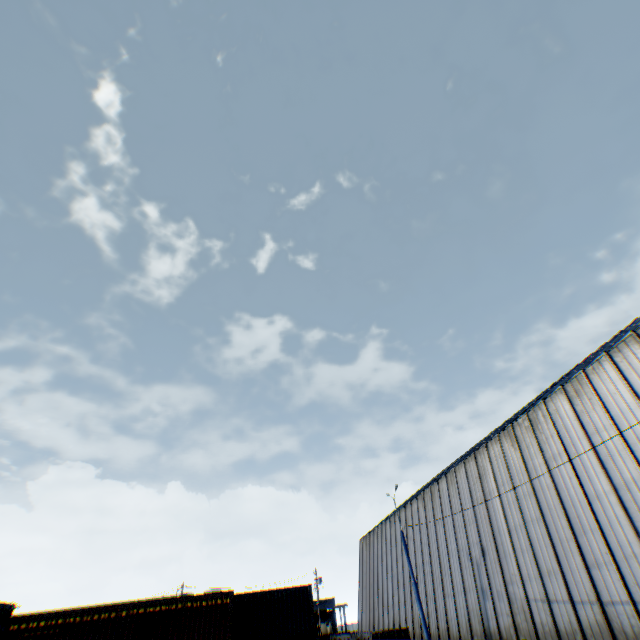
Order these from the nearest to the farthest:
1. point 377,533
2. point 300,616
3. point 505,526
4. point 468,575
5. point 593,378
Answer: point 593,378
point 505,526
point 468,575
point 300,616
point 377,533

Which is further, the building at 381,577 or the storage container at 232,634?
the building at 381,577

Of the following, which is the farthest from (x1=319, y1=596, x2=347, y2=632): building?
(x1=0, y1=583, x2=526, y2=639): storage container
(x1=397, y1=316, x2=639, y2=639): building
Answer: (x1=0, y1=583, x2=526, y2=639): storage container

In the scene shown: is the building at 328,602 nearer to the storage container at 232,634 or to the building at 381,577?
→ the building at 381,577

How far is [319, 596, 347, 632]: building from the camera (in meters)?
53.00

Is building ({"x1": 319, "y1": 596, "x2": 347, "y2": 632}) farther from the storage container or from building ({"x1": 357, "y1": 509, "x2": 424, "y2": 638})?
the storage container

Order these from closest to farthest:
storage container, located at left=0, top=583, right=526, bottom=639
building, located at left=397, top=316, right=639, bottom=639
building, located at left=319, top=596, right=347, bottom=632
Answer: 1. building, located at left=397, top=316, right=639, bottom=639
2. storage container, located at left=0, top=583, right=526, bottom=639
3. building, located at left=319, top=596, right=347, bottom=632
